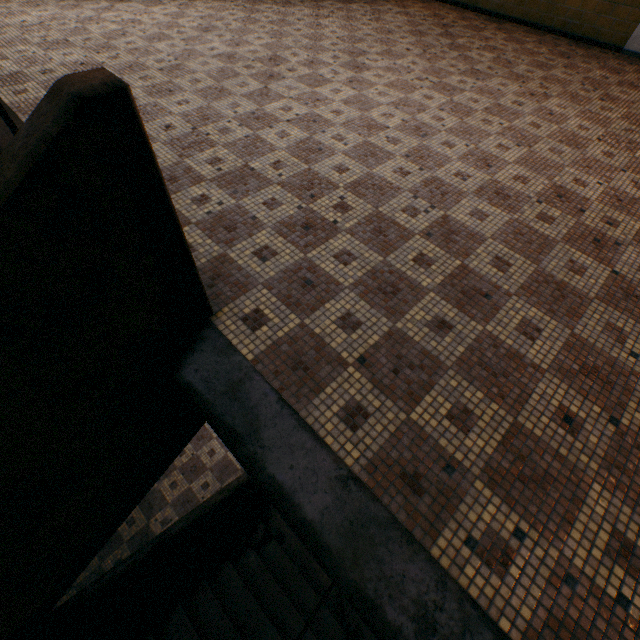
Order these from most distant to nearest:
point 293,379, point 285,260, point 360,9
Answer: point 360,9 → point 285,260 → point 293,379
